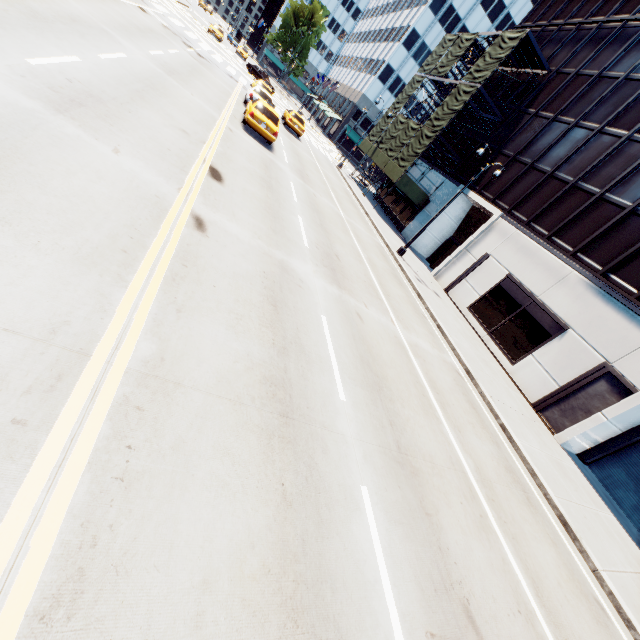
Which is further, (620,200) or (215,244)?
(620,200)

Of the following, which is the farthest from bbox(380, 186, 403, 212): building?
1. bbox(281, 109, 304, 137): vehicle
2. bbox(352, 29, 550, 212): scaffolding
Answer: bbox(281, 109, 304, 137): vehicle

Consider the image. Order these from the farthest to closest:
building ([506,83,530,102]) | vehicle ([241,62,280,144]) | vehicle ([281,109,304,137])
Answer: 1. vehicle ([281,109,304,137])
2. building ([506,83,530,102])
3. vehicle ([241,62,280,144])

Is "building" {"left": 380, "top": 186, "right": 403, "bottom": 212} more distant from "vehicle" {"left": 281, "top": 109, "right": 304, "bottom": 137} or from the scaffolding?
"vehicle" {"left": 281, "top": 109, "right": 304, "bottom": 137}

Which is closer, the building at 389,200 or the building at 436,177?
the building at 436,177

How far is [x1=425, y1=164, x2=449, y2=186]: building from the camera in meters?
29.0 m

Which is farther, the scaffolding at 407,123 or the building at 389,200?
the building at 389,200
